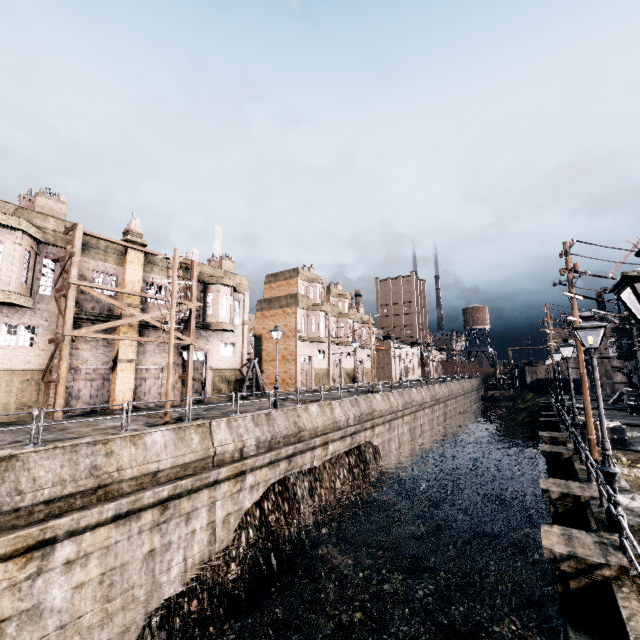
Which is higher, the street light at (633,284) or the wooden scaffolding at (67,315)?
the wooden scaffolding at (67,315)

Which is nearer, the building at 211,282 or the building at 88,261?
the building at 88,261

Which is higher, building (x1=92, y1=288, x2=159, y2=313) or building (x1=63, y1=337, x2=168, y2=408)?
building (x1=92, y1=288, x2=159, y2=313)

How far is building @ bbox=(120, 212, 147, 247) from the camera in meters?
24.0 m

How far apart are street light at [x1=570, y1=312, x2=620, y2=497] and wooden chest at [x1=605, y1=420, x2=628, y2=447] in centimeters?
1321cm

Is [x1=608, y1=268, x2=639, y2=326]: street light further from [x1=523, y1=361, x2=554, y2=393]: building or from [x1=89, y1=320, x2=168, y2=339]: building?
[x1=89, y1=320, x2=168, y2=339]: building

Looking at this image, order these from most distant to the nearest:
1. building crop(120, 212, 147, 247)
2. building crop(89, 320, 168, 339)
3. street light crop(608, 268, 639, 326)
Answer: building crop(120, 212, 147, 247) < building crop(89, 320, 168, 339) < street light crop(608, 268, 639, 326)

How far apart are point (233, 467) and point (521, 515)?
22.17m
